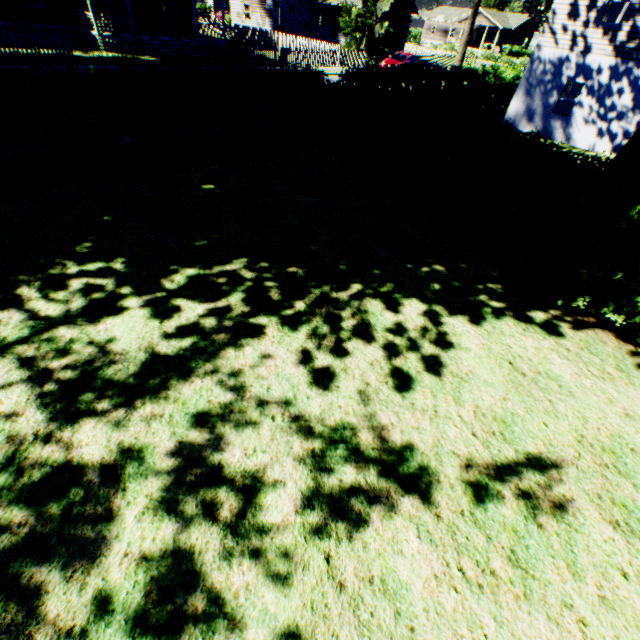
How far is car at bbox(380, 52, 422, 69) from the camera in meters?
28.7 m

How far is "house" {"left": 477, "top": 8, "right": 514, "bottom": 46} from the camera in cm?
5824

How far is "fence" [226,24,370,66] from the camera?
26.1 meters

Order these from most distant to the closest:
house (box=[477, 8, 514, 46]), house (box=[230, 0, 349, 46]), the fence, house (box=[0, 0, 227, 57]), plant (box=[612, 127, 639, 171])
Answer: house (box=[477, 8, 514, 46]), house (box=[230, 0, 349, 46]), the fence, house (box=[0, 0, 227, 57]), plant (box=[612, 127, 639, 171])

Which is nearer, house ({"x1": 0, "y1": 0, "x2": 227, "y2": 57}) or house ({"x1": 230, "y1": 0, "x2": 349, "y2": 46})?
house ({"x1": 0, "y1": 0, "x2": 227, "y2": 57})

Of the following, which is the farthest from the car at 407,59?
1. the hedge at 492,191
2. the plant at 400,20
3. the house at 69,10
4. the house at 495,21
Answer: the house at 495,21

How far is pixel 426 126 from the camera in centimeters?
838cm

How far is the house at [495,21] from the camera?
58.2 meters
